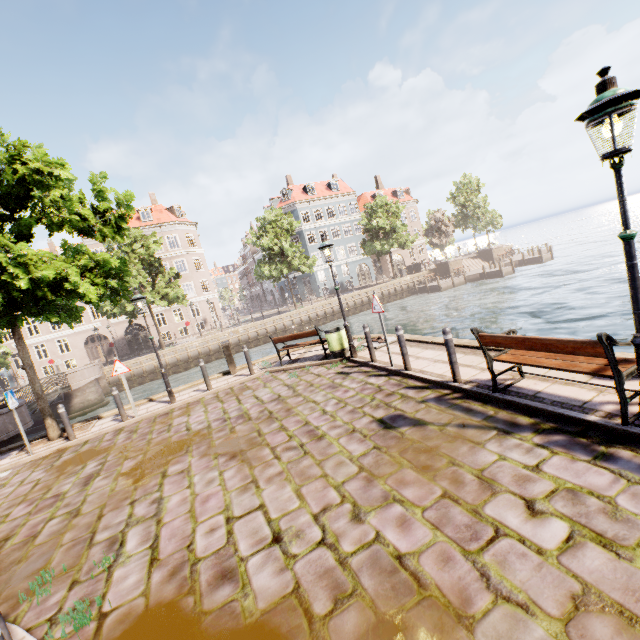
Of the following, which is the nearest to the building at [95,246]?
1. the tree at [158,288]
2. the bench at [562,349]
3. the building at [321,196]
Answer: the tree at [158,288]

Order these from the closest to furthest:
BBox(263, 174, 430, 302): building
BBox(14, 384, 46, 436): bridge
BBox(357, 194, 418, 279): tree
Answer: BBox(14, 384, 46, 436): bridge → BBox(357, 194, 418, 279): tree → BBox(263, 174, 430, 302): building

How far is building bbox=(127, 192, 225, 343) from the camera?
38.6m

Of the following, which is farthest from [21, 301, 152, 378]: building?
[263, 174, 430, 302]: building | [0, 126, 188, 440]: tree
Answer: [263, 174, 430, 302]: building

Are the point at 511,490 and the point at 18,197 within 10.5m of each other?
no

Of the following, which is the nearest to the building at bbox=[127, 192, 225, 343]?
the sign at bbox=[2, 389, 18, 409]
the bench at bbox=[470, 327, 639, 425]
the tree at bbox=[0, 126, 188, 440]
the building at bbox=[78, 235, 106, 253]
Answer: the tree at bbox=[0, 126, 188, 440]

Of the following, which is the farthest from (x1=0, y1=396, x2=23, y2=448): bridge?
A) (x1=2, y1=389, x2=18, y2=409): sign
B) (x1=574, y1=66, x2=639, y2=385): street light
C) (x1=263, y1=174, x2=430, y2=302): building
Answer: (x1=574, y1=66, x2=639, y2=385): street light
